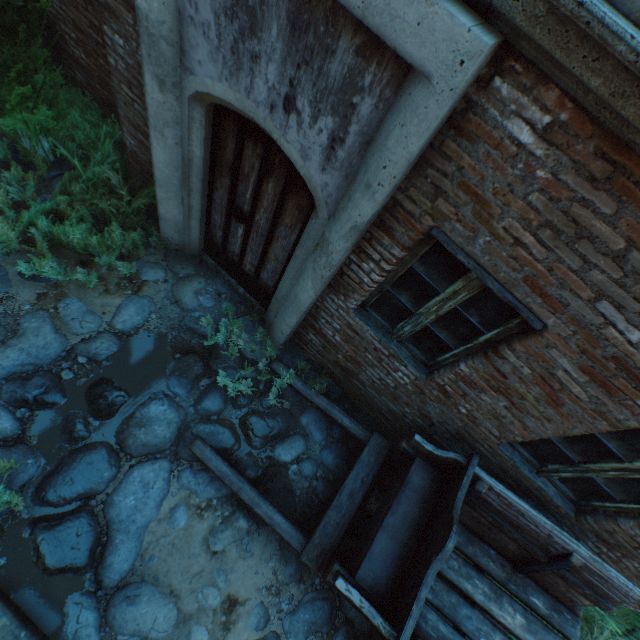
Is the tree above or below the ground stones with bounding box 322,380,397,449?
above

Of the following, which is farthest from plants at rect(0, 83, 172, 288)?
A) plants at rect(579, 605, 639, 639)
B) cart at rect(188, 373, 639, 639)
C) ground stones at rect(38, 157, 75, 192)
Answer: plants at rect(579, 605, 639, 639)

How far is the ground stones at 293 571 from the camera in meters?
3.4 m

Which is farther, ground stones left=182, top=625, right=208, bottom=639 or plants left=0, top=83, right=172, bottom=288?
plants left=0, top=83, right=172, bottom=288

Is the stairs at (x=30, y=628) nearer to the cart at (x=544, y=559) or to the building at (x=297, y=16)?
the building at (x=297, y=16)

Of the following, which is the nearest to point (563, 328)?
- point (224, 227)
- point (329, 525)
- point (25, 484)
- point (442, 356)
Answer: point (442, 356)

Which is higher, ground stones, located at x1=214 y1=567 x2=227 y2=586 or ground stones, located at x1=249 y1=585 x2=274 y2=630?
ground stones, located at x1=214 y1=567 x2=227 y2=586

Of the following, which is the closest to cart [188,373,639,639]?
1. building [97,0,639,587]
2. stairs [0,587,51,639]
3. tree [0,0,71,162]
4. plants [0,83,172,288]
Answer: building [97,0,639,587]
